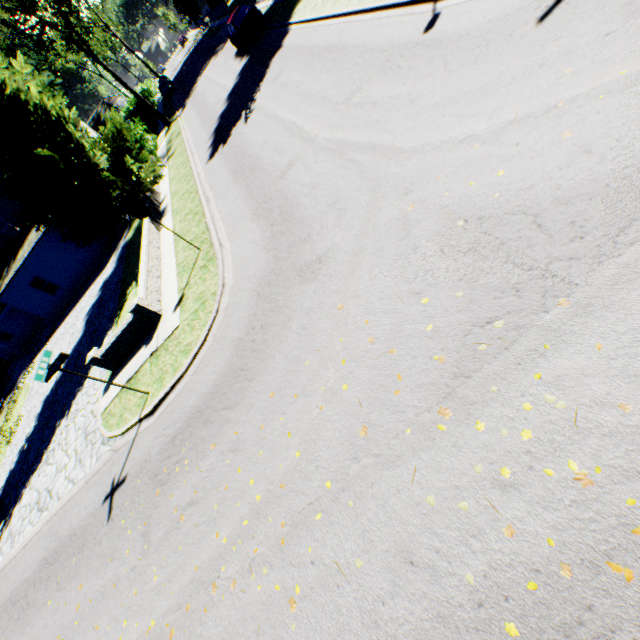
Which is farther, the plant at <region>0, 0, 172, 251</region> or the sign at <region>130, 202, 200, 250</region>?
the plant at <region>0, 0, 172, 251</region>

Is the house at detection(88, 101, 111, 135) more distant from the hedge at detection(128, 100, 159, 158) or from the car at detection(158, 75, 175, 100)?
the car at detection(158, 75, 175, 100)

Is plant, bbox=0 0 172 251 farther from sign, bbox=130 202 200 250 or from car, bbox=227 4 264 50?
sign, bbox=130 202 200 250

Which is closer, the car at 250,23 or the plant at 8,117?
the plant at 8,117

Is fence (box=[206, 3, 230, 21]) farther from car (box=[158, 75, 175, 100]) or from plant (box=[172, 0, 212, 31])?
car (box=[158, 75, 175, 100])

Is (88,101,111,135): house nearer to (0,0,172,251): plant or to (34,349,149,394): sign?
(0,0,172,251): plant

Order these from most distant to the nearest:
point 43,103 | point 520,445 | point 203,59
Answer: point 203,59
point 43,103
point 520,445

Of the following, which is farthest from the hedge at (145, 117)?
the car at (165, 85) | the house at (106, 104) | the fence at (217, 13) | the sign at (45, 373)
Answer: the fence at (217, 13)
